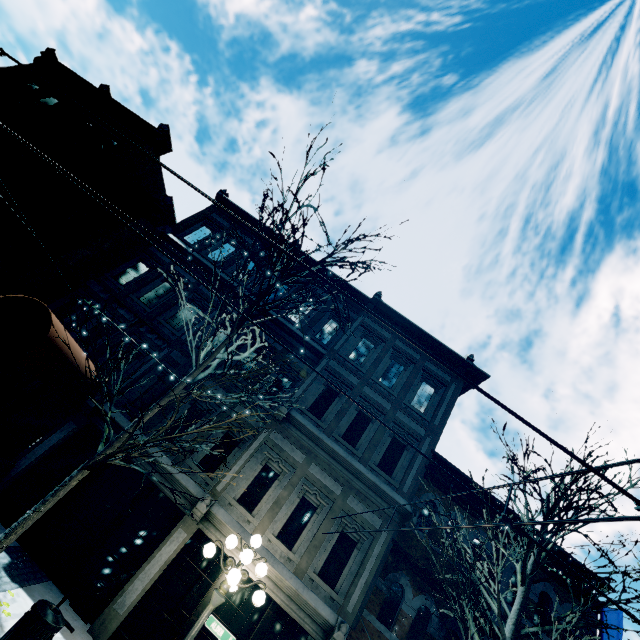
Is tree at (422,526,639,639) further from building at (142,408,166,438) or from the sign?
the sign

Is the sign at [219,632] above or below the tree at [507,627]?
below

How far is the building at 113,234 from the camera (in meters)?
12.98

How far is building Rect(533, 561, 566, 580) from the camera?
11.07m

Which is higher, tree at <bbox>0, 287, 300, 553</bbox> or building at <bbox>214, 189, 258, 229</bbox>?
building at <bbox>214, 189, 258, 229</bbox>

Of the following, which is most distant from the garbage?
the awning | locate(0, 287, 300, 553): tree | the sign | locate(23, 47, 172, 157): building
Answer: the awning

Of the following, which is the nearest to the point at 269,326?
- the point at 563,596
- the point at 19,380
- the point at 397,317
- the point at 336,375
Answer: the point at 336,375

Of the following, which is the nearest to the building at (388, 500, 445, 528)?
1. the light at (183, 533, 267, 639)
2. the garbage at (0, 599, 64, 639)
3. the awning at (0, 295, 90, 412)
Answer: the awning at (0, 295, 90, 412)
